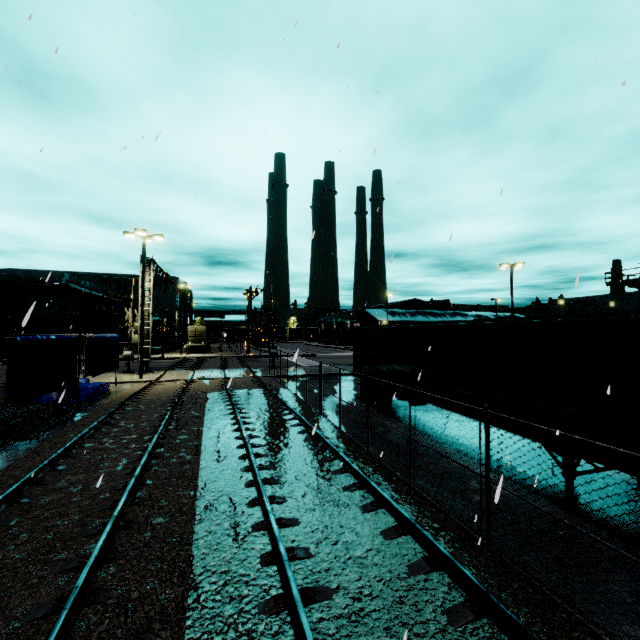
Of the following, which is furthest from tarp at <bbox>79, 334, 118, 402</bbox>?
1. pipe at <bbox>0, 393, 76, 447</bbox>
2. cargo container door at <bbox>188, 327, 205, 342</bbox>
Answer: cargo container door at <bbox>188, 327, 205, 342</bbox>

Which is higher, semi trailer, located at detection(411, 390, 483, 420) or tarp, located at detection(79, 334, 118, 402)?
semi trailer, located at detection(411, 390, 483, 420)

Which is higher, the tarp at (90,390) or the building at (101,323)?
the building at (101,323)

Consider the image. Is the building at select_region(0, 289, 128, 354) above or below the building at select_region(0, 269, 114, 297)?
below

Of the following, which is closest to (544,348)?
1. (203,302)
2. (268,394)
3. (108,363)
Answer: (268,394)

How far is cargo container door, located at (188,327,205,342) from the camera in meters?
47.2

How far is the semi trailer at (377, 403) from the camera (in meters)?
Answer: 13.41

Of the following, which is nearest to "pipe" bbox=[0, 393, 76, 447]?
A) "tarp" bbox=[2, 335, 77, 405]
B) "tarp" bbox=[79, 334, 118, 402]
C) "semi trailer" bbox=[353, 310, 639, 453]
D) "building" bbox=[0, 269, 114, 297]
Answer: "tarp" bbox=[79, 334, 118, 402]
